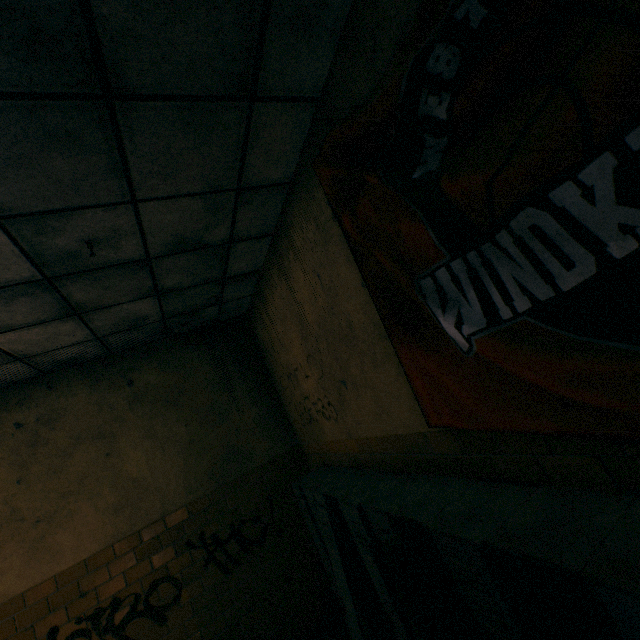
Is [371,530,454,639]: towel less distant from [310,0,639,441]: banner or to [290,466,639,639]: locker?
[290,466,639,639]: locker

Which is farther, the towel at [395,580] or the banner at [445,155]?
the towel at [395,580]

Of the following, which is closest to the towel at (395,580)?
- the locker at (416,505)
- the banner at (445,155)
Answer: the locker at (416,505)

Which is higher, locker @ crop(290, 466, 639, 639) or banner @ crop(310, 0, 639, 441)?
banner @ crop(310, 0, 639, 441)

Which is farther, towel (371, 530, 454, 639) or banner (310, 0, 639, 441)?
towel (371, 530, 454, 639)

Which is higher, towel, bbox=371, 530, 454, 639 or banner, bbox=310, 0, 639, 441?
banner, bbox=310, 0, 639, 441

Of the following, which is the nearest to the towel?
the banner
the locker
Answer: the locker

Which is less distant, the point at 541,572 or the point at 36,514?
the point at 541,572
